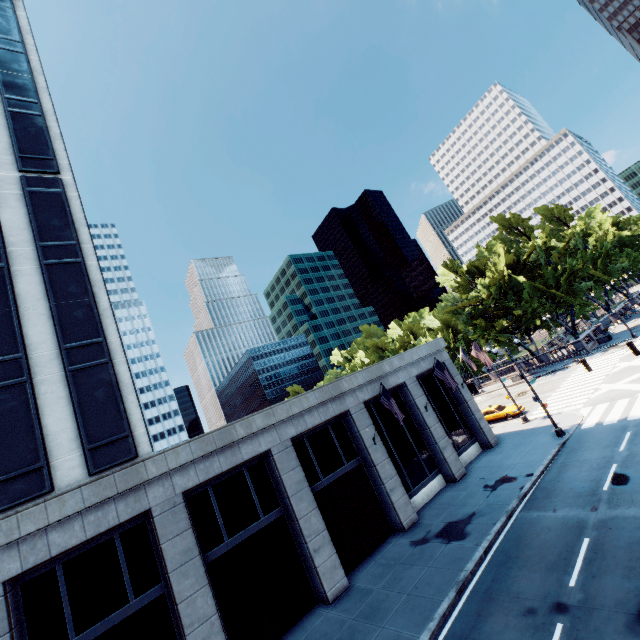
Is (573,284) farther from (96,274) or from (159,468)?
(96,274)

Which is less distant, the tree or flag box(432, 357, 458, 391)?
flag box(432, 357, 458, 391)

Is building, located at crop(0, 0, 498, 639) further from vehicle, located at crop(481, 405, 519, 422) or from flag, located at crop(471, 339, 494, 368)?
vehicle, located at crop(481, 405, 519, 422)

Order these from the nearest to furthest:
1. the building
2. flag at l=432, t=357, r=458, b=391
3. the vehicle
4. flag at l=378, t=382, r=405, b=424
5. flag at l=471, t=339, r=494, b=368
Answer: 1. the building
2. flag at l=378, t=382, r=405, b=424
3. flag at l=432, t=357, r=458, b=391
4. flag at l=471, t=339, r=494, b=368
5. the vehicle

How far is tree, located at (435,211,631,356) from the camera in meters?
47.9 m

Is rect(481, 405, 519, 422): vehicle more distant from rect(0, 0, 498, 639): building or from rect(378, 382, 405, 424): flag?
rect(378, 382, 405, 424): flag

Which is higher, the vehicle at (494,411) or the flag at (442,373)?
the flag at (442,373)

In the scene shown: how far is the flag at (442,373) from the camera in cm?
2217
